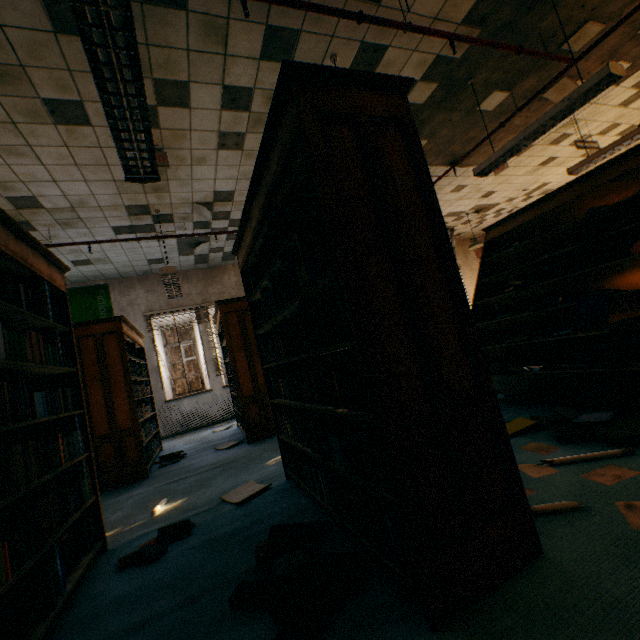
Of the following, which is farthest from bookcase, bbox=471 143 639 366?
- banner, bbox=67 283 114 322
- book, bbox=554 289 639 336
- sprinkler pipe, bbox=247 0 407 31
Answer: banner, bbox=67 283 114 322

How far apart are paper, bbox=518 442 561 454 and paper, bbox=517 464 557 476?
0.2m

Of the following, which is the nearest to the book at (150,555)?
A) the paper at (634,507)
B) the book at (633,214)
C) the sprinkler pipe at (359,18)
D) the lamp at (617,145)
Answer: the paper at (634,507)

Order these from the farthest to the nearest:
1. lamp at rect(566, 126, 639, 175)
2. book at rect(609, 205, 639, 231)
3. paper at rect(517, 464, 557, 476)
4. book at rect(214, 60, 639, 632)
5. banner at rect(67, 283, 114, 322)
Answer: banner at rect(67, 283, 114, 322)
lamp at rect(566, 126, 639, 175)
book at rect(609, 205, 639, 231)
paper at rect(517, 464, 557, 476)
book at rect(214, 60, 639, 632)

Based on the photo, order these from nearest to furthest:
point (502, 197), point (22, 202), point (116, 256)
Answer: point (22, 202) < point (116, 256) < point (502, 197)

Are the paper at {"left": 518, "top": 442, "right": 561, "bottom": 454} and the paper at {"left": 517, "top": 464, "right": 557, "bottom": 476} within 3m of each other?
yes

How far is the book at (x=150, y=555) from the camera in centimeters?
206cm

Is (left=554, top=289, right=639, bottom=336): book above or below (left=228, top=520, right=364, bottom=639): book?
above
